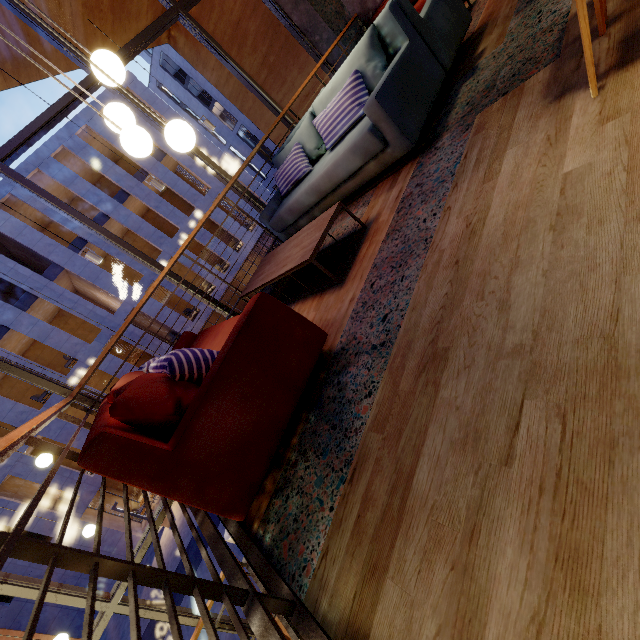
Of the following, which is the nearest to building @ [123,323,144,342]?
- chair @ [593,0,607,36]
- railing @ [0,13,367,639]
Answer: railing @ [0,13,367,639]

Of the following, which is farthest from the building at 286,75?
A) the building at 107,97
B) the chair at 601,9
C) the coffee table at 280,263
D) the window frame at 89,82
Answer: the building at 107,97

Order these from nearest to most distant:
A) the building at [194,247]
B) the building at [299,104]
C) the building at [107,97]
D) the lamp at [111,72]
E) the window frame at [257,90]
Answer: the lamp at [111,72], the window frame at [257,90], the building at [299,104], the building at [107,97], the building at [194,247]

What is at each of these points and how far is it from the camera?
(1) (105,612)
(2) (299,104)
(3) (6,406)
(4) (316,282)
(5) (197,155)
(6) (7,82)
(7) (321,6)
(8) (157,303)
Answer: (1) window frame, 3.93m
(2) building, 8.20m
(3) building, 15.94m
(4) building, 2.90m
(5) window frame, 5.26m
(6) building, 6.28m
(7) building, 6.26m
(8) building, 20.12m

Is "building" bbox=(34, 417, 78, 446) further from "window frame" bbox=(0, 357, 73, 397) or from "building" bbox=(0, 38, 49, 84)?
"window frame" bbox=(0, 357, 73, 397)

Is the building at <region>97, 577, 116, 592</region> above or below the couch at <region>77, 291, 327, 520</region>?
below

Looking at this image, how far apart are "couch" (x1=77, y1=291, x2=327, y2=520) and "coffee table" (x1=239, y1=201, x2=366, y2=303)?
0.48m

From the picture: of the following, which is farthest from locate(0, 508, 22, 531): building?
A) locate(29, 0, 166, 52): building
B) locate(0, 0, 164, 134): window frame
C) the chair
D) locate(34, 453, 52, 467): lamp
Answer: the chair
